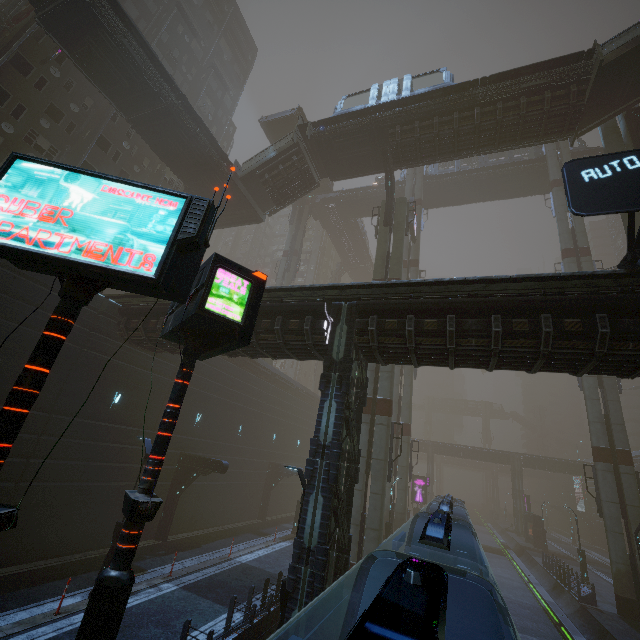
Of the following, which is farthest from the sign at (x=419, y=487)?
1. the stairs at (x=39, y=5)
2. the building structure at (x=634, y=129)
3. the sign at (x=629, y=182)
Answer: the stairs at (x=39, y=5)

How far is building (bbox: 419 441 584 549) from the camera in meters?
44.4

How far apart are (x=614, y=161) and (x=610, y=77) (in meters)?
18.13

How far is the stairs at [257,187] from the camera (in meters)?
26.36

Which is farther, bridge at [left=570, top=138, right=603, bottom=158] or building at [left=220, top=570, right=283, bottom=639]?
bridge at [left=570, top=138, right=603, bottom=158]

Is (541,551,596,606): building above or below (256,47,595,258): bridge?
below

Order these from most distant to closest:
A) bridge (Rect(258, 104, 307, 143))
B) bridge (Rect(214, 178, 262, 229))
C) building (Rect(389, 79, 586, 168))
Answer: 1. bridge (Rect(258, 104, 307, 143))
2. bridge (Rect(214, 178, 262, 229))
3. building (Rect(389, 79, 586, 168))
